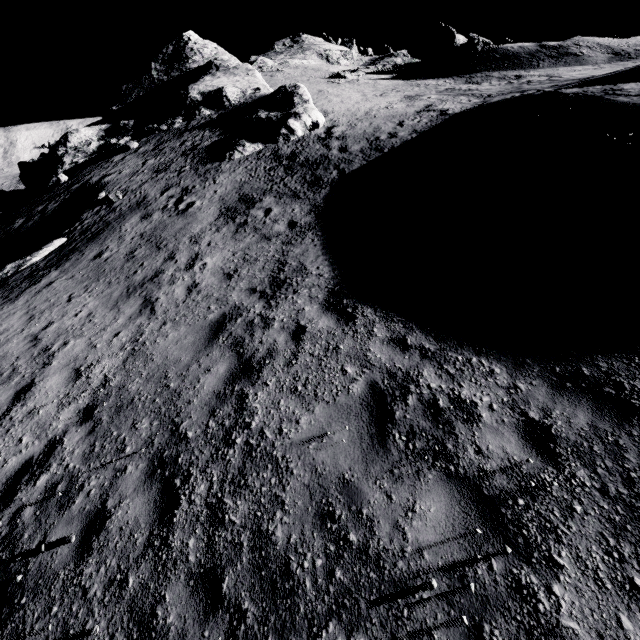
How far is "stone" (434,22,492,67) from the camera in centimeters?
3478cm

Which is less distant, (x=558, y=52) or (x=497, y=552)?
(x=497, y=552)

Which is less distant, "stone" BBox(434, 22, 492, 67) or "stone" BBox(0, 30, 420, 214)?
"stone" BBox(0, 30, 420, 214)

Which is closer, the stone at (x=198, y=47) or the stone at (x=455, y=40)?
the stone at (x=198, y=47)

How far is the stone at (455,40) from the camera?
34.8 meters
